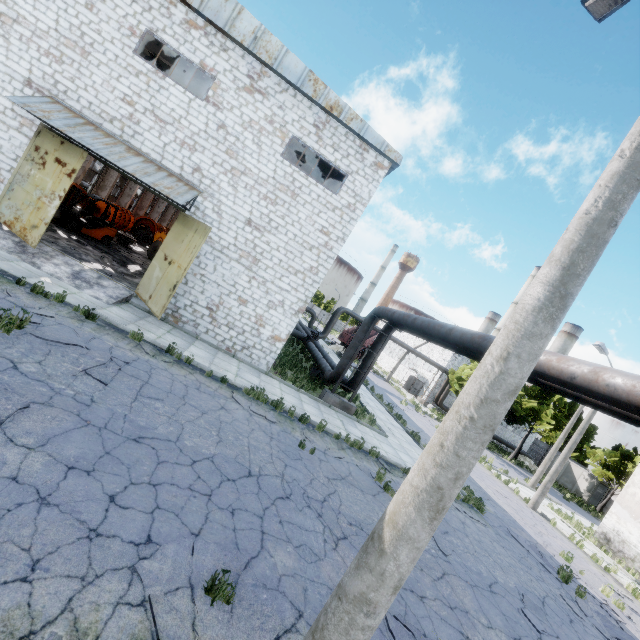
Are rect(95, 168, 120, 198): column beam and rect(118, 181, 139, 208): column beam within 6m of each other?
yes

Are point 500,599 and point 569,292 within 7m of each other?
no

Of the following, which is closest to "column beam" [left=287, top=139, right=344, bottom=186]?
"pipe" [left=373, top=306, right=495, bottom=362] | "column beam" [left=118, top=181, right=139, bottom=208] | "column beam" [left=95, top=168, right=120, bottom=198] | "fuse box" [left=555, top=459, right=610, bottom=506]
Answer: "pipe" [left=373, top=306, right=495, bottom=362]

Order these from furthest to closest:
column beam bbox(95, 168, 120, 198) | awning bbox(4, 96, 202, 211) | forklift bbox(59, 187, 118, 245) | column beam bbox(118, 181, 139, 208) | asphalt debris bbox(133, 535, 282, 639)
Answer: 1. column beam bbox(118, 181, 139, 208)
2. column beam bbox(95, 168, 120, 198)
3. forklift bbox(59, 187, 118, 245)
4. awning bbox(4, 96, 202, 211)
5. asphalt debris bbox(133, 535, 282, 639)

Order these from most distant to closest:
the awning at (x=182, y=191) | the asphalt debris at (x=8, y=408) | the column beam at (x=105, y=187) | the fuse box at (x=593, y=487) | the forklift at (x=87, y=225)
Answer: the fuse box at (x=593, y=487) < the column beam at (x=105, y=187) < the forklift at (x=87, y=225) < the awning at (x=182, y=191) < the asphalt debris at (x=8, y=408)

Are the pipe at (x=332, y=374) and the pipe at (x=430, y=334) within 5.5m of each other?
yes

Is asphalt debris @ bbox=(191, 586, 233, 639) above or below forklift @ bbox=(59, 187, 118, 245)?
below

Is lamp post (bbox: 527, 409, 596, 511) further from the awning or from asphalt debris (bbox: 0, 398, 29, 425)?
asphalt debris (bbox: 0, 398, 29, 425)
